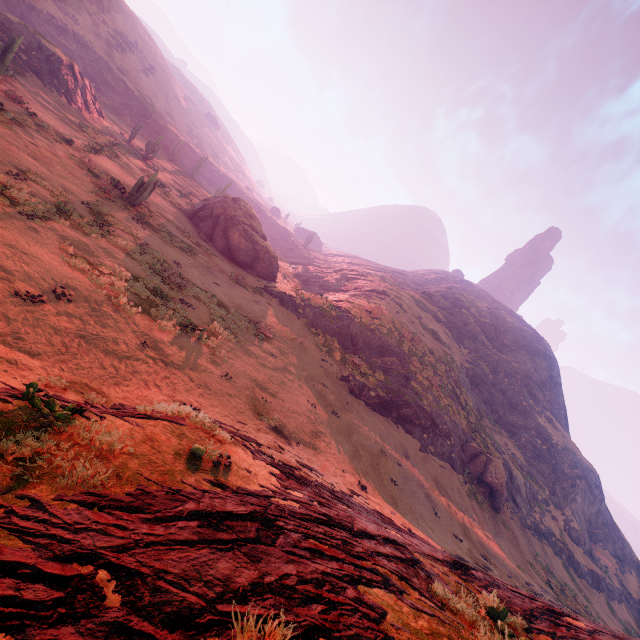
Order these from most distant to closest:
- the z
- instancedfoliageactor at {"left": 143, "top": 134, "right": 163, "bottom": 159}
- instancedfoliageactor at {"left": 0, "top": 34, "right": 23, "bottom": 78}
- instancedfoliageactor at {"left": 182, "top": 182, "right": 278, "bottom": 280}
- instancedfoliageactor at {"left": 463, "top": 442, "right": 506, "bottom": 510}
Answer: instancedfoliageactor at {"left": 143, "top": 134, "right": 163, "bottom": 159} < instancedfoliageactor at {"left": 182, "top": 182, "right": 278, "bottom": 280} < instancedfoliageactor at {"left": 463, "top": 442, "right": 506, "bottom": 510} < instancedfoliageactor at {"left": 0, "top": 34, "right": 23, "bottom": 78} < the z

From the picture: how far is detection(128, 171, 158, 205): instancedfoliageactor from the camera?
22.0m

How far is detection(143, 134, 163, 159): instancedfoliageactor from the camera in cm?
3950

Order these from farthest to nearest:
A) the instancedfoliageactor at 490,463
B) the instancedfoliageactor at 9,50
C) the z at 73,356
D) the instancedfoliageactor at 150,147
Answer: the instancedfoliageactor at 150,147
the instancedfoliageactor at 490,463
the instancedfoliageactor at 9,50
the z at 73,356

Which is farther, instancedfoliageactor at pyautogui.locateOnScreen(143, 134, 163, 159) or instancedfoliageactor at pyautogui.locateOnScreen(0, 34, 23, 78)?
instancedfoliageactor at pyautogui.locateOnScreen(143, 134, 163, 159)

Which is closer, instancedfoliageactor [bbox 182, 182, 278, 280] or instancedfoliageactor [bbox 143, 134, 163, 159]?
instancedfoliageactor [bbox 182, 182, 278, 280]

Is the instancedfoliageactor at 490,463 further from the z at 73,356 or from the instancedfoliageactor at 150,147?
the instancedfoliageactor at 150,147

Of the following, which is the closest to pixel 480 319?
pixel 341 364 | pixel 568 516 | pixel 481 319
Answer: pixel 481 319
